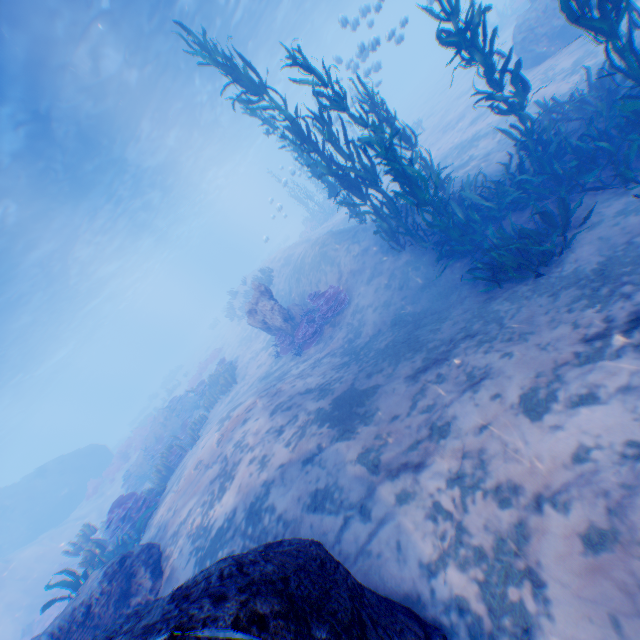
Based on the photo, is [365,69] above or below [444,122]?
above

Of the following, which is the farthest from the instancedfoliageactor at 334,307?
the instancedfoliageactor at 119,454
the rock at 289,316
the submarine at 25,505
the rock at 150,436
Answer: the instancedfoliageactor at 119,454

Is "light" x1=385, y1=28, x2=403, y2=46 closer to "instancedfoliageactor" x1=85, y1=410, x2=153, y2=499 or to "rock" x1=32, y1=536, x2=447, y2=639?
"rock" x1=32, y1=536, x2=447, y2=639

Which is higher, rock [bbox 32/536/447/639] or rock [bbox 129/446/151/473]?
rock [bbox 32/536/447/639]

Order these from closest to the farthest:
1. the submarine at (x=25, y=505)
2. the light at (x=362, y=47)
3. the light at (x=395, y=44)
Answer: the light at (x=362, y=47), the light at (x=395, y=44), the submarine at (x=25, y=505)

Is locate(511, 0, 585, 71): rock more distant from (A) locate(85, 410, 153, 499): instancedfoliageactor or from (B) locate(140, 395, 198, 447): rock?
(A) locate(85, 410, 153, 499): instancedfoliageactor

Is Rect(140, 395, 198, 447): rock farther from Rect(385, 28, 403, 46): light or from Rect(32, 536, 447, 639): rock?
Rect(385, 28, 403, 46): light

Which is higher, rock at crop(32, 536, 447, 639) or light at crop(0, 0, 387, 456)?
light at crop(0, 0, 387, 456)
